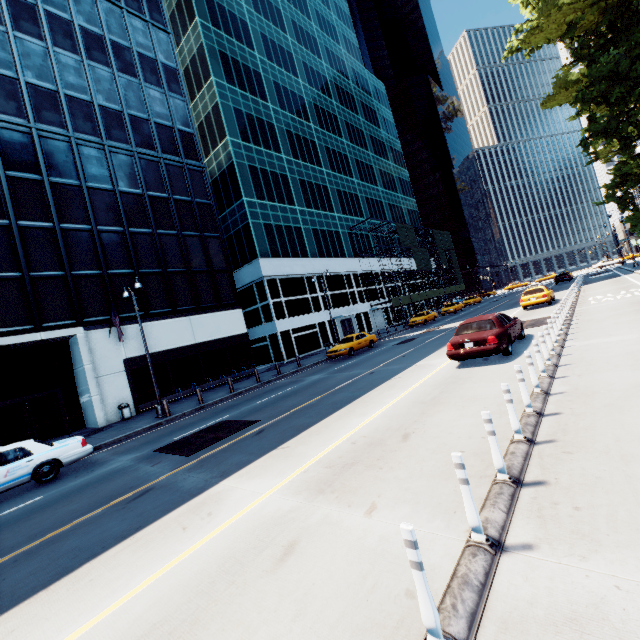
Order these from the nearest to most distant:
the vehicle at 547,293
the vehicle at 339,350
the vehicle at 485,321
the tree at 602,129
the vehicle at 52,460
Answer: the vehicle at 52,460 < the vehicle at 485,321 < the tree at 602,129 < the vehicle at 547,293 < the vehicle at 339,350

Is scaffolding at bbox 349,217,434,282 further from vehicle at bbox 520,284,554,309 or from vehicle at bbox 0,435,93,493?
vehicle at bbox 0,435,93,493

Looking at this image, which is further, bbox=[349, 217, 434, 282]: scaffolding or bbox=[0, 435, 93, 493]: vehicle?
bbox=[349, 217, 434, 282]: scaffolding

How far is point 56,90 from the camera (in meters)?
21.78

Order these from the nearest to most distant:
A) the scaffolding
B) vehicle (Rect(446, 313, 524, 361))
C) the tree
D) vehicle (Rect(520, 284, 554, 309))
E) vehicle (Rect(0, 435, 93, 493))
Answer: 1. vehicle (Rect(0, 435, 93, 493))
2. vehicle (Rect(446, 313, 524, 361))
3. the tree
4. vehicle (Rect(520, 284, 554, 309))
5. the scaffolding

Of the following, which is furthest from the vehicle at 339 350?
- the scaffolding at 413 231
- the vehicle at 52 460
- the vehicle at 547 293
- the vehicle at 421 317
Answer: the scaffolding at 413 231

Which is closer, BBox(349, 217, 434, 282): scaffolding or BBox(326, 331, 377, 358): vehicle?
BBox(326, 331, 377, 358): vehicle

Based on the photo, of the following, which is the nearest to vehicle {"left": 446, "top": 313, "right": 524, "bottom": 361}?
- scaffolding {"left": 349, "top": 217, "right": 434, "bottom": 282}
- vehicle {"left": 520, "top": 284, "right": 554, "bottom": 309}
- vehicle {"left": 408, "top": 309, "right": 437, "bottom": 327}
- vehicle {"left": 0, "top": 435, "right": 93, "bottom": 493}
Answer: vehicle {"left": 520, "top": 284, "right": 554, "bottom": 309}
